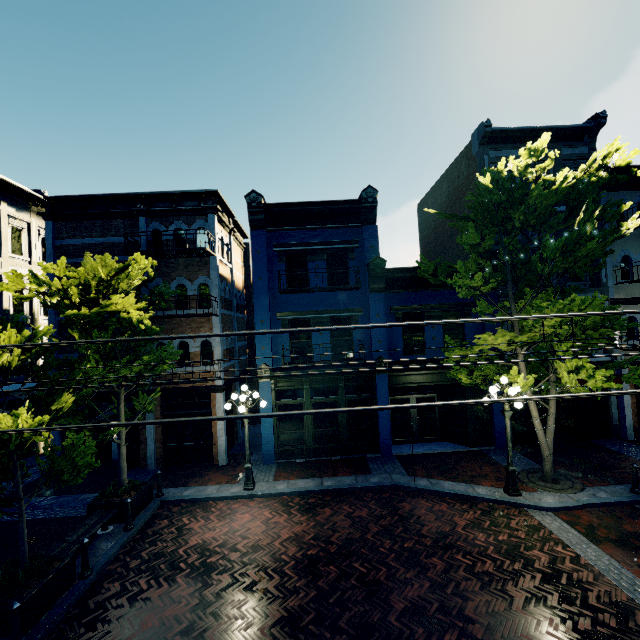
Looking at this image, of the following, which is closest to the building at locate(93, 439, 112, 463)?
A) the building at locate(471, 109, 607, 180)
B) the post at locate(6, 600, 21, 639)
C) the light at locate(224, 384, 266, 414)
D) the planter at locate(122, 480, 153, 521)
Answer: the building at locate(471, 109, 607, 180)

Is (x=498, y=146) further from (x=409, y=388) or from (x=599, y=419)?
(x=599, y=419)

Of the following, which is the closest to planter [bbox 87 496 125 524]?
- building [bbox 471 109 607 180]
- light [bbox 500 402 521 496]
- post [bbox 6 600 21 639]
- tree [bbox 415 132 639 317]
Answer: tree [bbox 415 132 639 317]

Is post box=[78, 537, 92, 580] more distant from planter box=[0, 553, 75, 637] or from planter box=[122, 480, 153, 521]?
planter box=[122, 480, 153, 521]

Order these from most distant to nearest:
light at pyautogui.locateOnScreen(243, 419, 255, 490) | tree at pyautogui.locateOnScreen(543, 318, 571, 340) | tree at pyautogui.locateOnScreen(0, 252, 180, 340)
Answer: light at pyautogui.locateOnScreen(243, 419, 255, 490) < tree at pyautogui.locateOnScreen(543, 318, 571, 340) < tree at pyautogui.locateOnScreen(0, 252, 180, 340)

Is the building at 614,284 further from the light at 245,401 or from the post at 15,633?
the post at 15,633

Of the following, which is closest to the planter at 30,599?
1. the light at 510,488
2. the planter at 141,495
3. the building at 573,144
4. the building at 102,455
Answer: the planter at 141,495

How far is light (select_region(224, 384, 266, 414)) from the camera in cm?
1097
